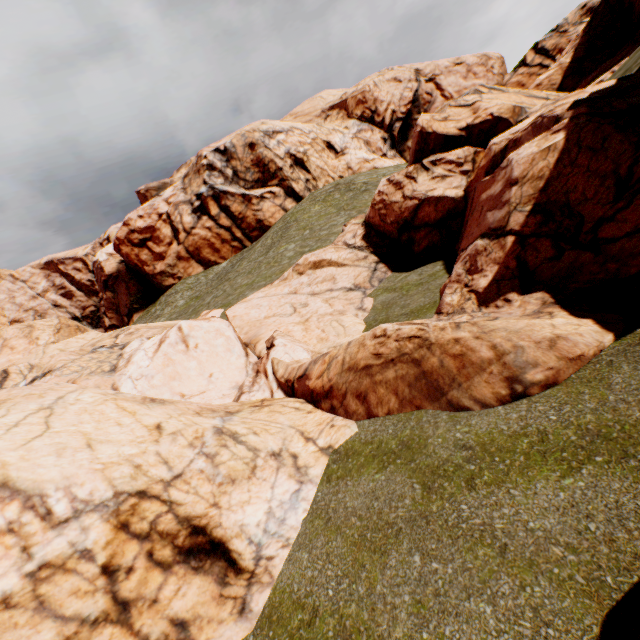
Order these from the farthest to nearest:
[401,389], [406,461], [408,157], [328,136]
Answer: [408,157] → [328,136] → [401,389] → [406,461]
